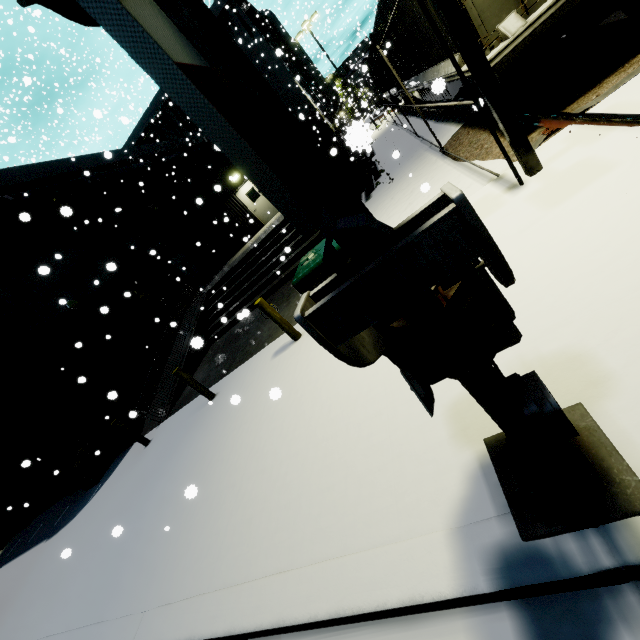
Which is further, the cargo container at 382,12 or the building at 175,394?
the building at 175,394

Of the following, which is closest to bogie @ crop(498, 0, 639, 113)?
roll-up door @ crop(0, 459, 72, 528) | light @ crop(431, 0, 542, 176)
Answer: light @ crop(431, 0, 542, 176)

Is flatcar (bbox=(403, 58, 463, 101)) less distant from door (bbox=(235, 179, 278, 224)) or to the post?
the post

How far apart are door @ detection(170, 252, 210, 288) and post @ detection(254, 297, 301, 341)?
14.2m

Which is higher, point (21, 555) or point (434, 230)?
point (434, 230)

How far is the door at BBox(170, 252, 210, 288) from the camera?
19.5 meters

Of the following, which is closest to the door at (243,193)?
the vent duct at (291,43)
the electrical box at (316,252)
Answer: the electrical box at (316,252)

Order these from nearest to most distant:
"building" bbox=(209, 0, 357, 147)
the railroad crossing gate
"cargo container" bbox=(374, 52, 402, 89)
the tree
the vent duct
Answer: the railroad crossing gate < the tree < "cargo container" bbox=(374, 52, 402, 89) < "building" bbox=(209, 0, 357, 147) < the vent duct
